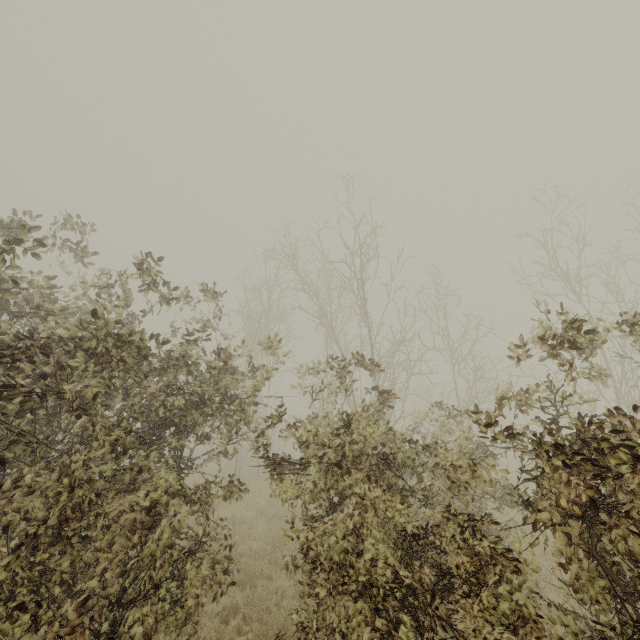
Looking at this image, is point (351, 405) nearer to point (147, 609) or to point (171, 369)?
point (171, 369)
